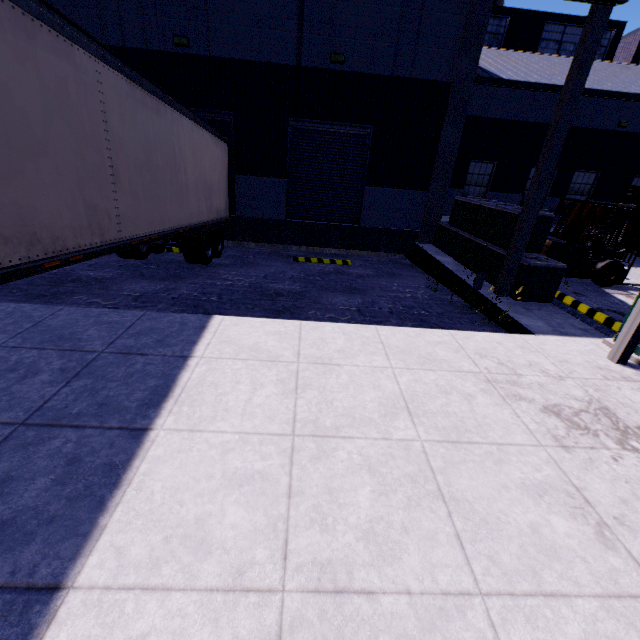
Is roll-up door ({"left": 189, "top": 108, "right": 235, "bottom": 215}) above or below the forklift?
above

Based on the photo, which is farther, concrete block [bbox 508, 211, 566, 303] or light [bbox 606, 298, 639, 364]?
concrete block [bbox 508, 211, 566, 303]

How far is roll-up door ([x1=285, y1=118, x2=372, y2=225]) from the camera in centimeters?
1171cm

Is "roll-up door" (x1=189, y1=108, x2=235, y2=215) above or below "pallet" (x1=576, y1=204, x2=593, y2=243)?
above

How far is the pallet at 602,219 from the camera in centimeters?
1390cm

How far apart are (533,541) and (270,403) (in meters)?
2.49

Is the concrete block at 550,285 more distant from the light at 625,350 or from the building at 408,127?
the light at 625,350

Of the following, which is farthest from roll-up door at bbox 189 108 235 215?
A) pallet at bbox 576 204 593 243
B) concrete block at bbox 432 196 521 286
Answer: pallet at bbox 576 204 593 243
